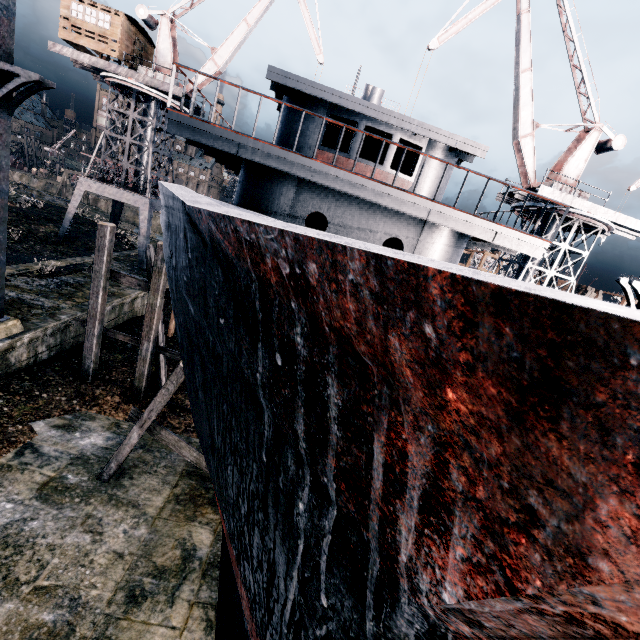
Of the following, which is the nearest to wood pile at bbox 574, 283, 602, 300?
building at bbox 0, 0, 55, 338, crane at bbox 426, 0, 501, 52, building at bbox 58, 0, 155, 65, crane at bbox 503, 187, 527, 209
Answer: crane at bbox 503, 187, 527, 209

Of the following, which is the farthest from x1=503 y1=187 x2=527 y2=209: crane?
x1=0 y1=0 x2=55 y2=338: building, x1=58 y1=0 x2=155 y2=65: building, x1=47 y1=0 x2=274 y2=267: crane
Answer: x1=0 y1=0 x2=55 y2=338: building

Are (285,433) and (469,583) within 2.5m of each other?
yes

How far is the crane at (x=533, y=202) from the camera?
22.8m

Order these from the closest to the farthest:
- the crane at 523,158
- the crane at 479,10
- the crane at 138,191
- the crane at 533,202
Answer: the crane at 479,10 → the crane at 523,158 → the crane at 533,202 → the crane at 138,191

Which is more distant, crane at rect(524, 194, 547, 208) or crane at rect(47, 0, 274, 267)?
crane at rect(47, 0, 274, 267)

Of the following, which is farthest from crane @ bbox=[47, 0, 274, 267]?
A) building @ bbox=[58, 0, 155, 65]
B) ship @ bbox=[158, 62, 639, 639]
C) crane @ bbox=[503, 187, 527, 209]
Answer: crane @ bbox=[503, 187, 527, 209]

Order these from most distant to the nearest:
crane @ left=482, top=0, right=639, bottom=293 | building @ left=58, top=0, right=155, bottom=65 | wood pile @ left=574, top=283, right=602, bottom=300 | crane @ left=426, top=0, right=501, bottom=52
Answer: wood pile @ left=574, top=283, right=602, bottom=300, building @ left=58, top=0, right=155, bottom=65, crane @ left=482, top=0, right=639, bottom=293, crane @ left=426, top=0, right=501, bottom=52
